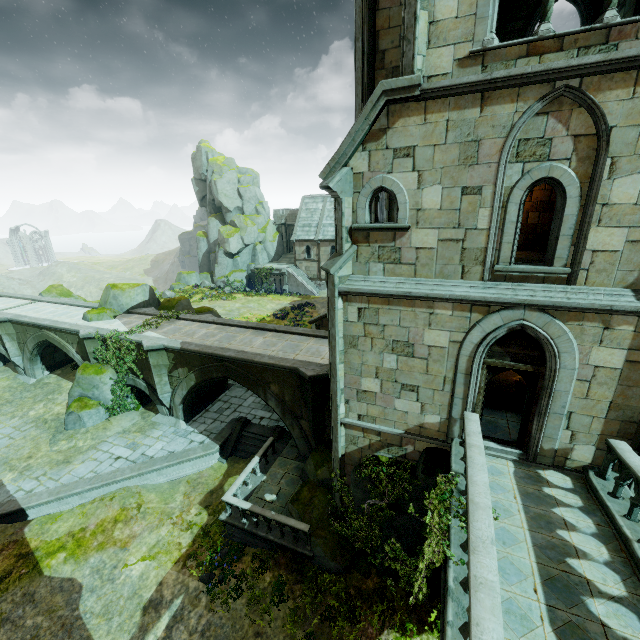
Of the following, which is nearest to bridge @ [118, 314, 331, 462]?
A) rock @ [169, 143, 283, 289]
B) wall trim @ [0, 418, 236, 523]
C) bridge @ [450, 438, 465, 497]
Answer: wall trim @ [0, 418, 236, 523]

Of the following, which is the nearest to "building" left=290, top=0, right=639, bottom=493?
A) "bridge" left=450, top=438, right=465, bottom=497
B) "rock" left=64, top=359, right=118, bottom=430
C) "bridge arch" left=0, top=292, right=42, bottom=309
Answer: "bridge" left=450, top=438, right=465, bottom=497

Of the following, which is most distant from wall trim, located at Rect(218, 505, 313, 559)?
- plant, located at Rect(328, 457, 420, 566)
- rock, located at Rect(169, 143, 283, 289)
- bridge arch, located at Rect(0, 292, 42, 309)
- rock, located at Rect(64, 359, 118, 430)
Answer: rock, located at Rect(169, 143, 283, 289)

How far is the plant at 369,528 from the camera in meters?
9.7

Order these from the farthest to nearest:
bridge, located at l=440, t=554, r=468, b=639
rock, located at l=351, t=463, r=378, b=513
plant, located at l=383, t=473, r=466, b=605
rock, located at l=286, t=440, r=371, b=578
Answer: rock, located at l=286, t=440, r=371, b=578, rock, located at l=351, t=463, r=378, b=513, plant, located at l=383, t=473, r=466, b=605, bridge, located at l=440, t=554, r=468, b=639

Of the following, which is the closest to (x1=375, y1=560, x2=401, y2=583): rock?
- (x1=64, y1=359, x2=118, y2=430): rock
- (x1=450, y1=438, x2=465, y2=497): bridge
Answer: (x1=450, y1=438, x2=465, y2=497): bridge

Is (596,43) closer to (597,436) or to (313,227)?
(597,436)

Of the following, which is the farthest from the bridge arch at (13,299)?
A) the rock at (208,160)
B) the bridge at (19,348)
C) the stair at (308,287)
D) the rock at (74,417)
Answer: the stair at (308,287)
